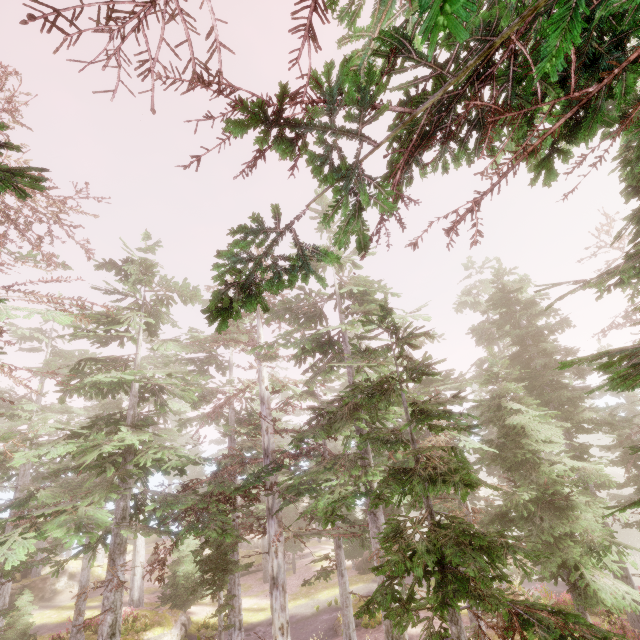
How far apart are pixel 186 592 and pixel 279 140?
20.08m

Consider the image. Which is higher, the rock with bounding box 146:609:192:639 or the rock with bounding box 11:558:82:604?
the rock with bounding box 11:558:82:604

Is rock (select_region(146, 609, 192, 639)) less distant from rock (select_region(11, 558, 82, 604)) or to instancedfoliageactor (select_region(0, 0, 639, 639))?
instancedfoliageactor (select_region(0, 0, 639, 639))

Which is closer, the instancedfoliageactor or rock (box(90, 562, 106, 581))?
the instancedfoliageactor

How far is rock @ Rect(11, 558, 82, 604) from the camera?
28.0m

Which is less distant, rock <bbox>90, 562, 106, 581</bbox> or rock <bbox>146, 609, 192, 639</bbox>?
rock <bbox>146, 609, 192, 639</bbox>

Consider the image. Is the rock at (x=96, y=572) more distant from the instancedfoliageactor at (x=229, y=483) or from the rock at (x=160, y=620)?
the rock at (x=160, y=620)
